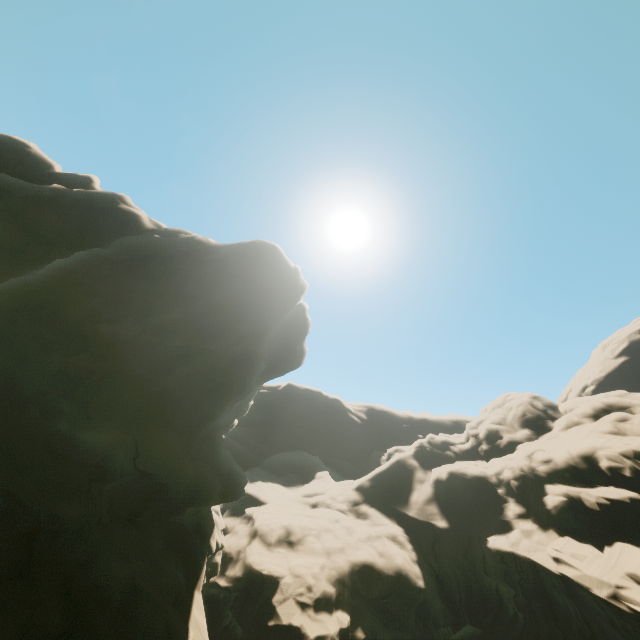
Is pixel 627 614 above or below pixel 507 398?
below
